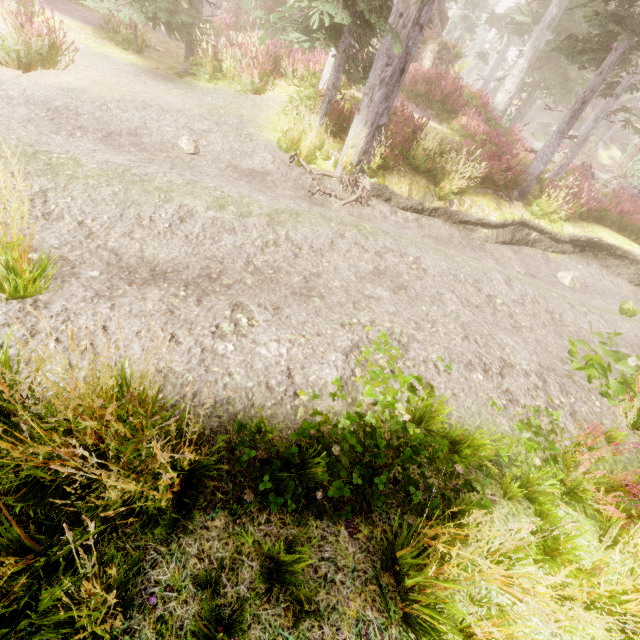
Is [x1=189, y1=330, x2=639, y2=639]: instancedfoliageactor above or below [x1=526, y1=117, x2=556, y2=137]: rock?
below

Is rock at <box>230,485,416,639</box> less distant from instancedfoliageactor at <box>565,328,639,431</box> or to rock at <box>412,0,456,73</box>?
instancedfoliageactor at <box>565,328,639,431</box>

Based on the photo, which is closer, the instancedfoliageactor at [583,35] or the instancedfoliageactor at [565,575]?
the instancedfoliageactor at [565,575]

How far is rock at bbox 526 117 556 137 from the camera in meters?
37.6 m

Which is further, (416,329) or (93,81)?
(93,81)

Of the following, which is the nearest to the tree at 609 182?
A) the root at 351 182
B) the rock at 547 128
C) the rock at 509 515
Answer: the root at 351 182

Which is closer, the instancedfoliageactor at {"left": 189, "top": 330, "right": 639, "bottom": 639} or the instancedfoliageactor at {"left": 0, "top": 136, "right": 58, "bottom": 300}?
the instancedfoliageactor at {"left": 189, "top": 330, "right": 639, "bottom": 639}
